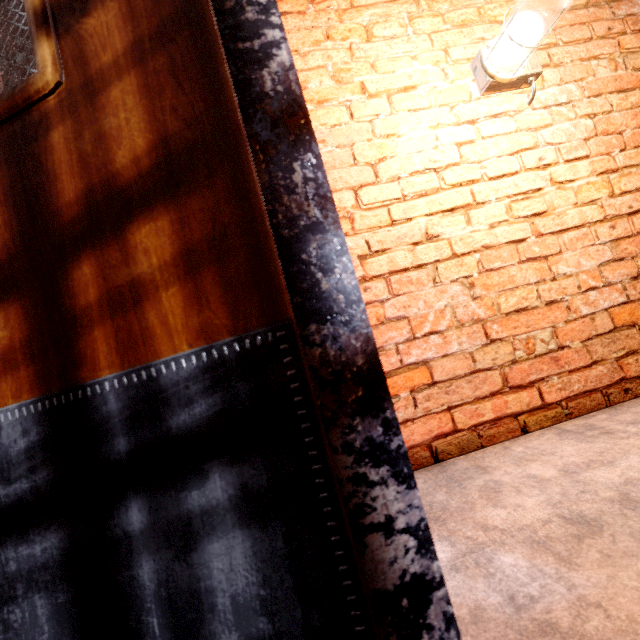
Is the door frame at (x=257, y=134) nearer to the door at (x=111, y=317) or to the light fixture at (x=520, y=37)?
the door at (x=111, y=317)

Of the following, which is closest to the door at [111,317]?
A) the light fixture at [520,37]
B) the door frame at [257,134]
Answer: the door frame at [257,134]

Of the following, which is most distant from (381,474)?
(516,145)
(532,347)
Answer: (516,145)

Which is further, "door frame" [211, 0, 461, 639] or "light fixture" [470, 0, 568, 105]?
"light fixture" [470, 0, 568, 105]

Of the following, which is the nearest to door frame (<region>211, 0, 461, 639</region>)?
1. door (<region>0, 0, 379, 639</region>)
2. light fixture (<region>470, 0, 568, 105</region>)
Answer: door (<region>0, 0, 379, 639</region>)

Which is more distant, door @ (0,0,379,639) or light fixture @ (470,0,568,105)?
light fixture @ (470,0,568,105)

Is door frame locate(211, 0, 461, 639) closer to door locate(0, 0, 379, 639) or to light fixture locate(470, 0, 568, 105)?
door locate(0, 0, 379, 639)
